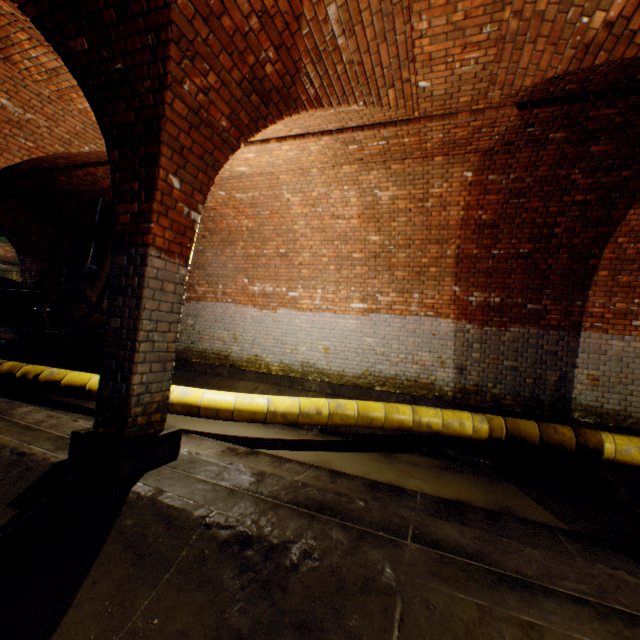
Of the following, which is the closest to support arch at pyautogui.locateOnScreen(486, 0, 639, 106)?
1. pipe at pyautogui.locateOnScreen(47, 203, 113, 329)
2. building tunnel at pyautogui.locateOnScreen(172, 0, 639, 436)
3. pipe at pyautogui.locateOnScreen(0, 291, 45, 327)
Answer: building tunnel at pyautogui.locateOnScreen(172, 0, 639, 436)

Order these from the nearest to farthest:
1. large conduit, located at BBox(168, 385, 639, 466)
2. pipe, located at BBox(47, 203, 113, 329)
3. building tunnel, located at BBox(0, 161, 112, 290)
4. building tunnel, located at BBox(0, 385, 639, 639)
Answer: building tunnel, located at BBox(0, 385, 639, 639) → large conduit, located at BBox(168, 385, 639, 466) → building tunnel, located at BBox(0, 161, 112, 290) → pipe, located at BBox(47, 203, 113, 329)

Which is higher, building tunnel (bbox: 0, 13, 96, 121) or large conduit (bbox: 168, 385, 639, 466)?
building tunnel (bbox: 0, 13, 96, 121)

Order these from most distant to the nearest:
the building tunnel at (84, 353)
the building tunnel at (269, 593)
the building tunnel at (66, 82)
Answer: the building tunnel at (84, 353) → the building tunnel at (66, 82) → the building tunnel at (269, 593)

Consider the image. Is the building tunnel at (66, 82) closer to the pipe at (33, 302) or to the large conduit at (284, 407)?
the large conduit at (284, 407)

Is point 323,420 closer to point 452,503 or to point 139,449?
point 452,503

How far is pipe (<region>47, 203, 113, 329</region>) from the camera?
8.2m

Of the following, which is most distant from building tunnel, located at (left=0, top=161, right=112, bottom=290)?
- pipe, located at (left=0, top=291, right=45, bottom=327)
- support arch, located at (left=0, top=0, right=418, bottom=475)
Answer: pipe, located at (left=0, top=291, right=45, bottom=327)
